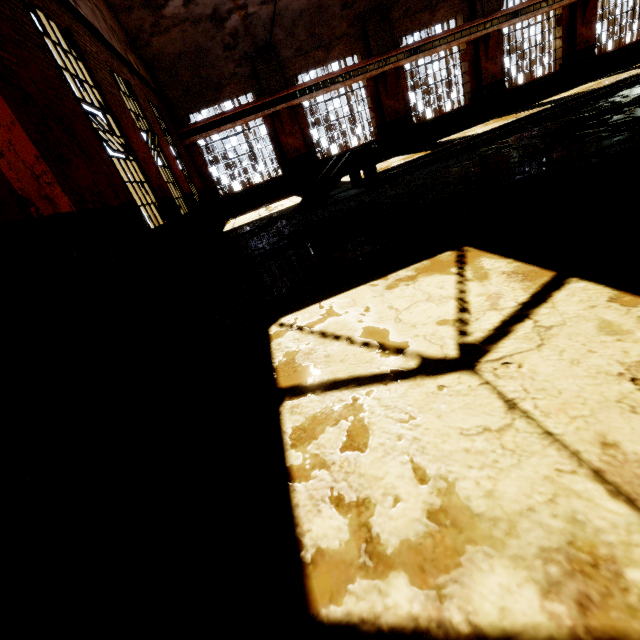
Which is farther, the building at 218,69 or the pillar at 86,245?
the building at 218,69

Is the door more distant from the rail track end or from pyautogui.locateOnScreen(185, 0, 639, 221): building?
the rail track end

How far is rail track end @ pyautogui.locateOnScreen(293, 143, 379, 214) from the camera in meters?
8.1

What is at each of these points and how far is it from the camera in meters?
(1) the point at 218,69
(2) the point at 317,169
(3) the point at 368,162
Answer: (1) building, 13.0
(2) building, 15.5
(3) rail track end, 8.2

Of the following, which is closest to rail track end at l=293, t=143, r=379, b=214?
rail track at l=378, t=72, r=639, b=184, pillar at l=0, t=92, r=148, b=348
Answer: rail track at l=378, t=72, r=639, b=184

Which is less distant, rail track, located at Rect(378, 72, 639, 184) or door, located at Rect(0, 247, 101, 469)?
door, located at Rect(0, 247, 101, 469)

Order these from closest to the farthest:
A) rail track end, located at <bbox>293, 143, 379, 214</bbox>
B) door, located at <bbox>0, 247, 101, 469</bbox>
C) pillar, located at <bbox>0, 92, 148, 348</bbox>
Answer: door, located at <bbox>0, 247, 101, 469</bbox>
pillar, located at <bbox>0, 92, 148, 348</bbox>
rail track end, located at <bbox>293, 143, 379, 214</bbox>

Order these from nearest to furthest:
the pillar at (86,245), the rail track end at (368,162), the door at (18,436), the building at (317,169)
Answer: the door at (18,436) → the pillar at (86,245) → the rail track end at (368,162) → the building at (317,169)
